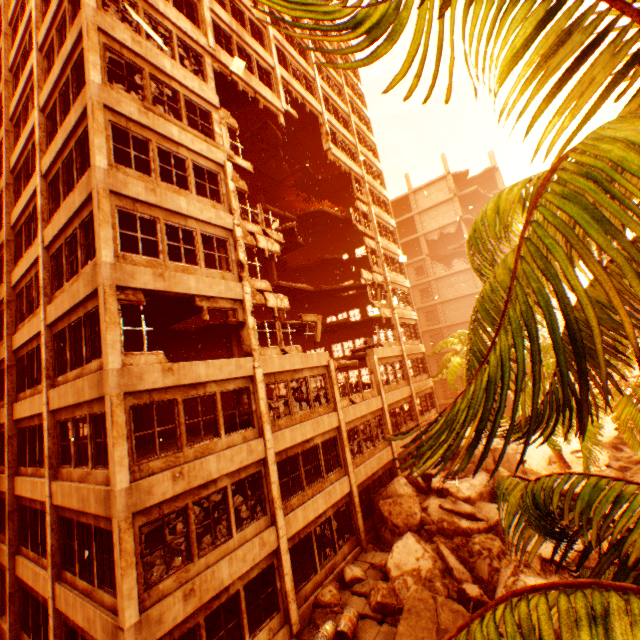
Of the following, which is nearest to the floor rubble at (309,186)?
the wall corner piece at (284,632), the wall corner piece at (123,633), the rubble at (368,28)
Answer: the rubble at (368,28)

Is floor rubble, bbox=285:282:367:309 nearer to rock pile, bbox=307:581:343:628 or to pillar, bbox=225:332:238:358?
pillar, bbox=225:332:238:358

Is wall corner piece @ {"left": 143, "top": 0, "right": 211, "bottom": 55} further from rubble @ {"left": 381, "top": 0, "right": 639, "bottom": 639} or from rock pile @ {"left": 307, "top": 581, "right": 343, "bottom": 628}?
rock pile @ {"left": 307, "top": 581, "right": 343, "bottom": 628}

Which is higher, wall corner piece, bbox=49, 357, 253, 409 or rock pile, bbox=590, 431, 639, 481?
wall corner piece, bbox=49, 357, 253, 409

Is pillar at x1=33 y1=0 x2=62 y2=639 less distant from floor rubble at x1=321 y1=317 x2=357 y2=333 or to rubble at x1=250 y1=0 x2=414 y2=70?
floor rubble at x1=321 y1=317 x2=357 y2=333

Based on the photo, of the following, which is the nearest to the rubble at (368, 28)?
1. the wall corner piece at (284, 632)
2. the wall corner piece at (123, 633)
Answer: the wall corner piece at (123, 633)

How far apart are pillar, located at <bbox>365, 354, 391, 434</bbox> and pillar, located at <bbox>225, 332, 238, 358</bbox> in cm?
809

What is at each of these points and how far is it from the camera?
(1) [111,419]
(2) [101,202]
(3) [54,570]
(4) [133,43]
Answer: (1) pillar, 8.2 meters
(2) pillar, 9.3 meters
(3) pillar, 10.2 meters
(4) wall corner piece, 11.5 meters
